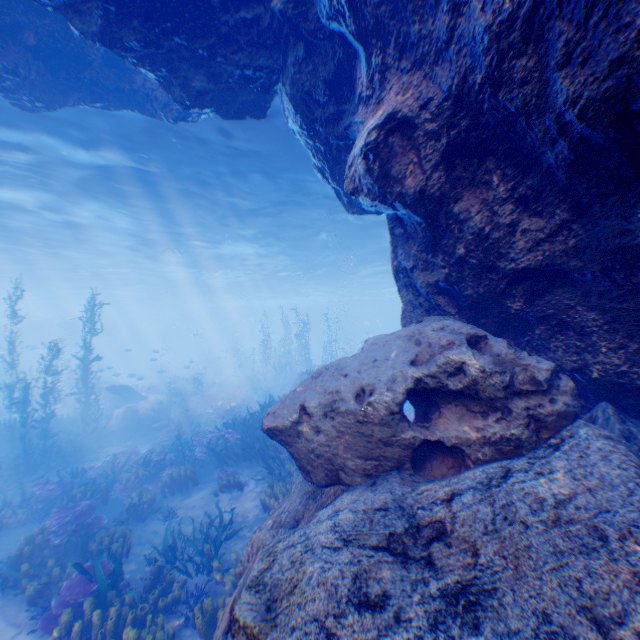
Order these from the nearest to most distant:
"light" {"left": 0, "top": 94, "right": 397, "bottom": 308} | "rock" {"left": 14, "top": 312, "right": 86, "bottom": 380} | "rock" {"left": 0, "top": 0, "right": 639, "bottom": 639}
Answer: "rock" {"left": 0, "top": 0, "right": 639, "bottom": 639} → "light" {"left": 0, "top": 94, "right": 397, "bottom": 308} → "rock" {"left": 14, "top": 312, "right": 86, "bottom": 380}

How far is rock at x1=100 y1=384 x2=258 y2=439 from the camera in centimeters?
1895cm

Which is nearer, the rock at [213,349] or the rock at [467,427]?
the rock at [467,427]

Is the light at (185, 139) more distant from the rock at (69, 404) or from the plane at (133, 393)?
the plane at (133, 393)

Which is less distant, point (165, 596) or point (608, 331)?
point (608, 331)

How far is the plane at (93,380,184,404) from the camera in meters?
21.5 m

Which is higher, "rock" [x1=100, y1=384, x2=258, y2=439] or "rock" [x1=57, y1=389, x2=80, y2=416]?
"rock" [x1=100, y1=384, x2=258, y2=439]

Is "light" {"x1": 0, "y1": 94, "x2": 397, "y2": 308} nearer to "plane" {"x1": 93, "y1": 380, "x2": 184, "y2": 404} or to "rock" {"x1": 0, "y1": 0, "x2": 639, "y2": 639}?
"rock" {"x1": 0, "y1": 0, "x2": 639, "y2": 639}
